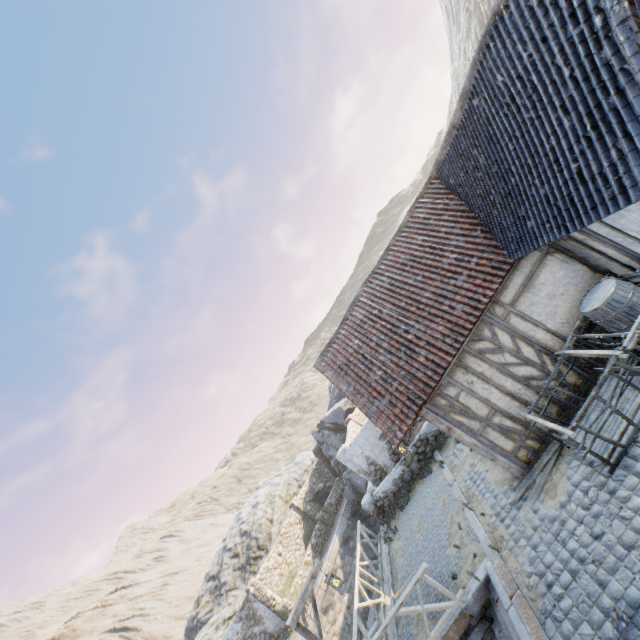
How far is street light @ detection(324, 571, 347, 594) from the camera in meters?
8.6

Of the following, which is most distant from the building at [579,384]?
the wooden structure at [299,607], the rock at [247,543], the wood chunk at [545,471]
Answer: the rock at [247,543]

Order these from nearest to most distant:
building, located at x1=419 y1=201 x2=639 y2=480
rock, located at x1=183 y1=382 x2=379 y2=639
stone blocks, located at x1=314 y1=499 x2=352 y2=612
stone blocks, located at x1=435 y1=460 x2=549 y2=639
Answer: stone blocks, located at x1=435 y1=460 x2=549 y2=639, building, located at x1=419 y1=201 x2=639 y2=480, stone blocks, located at x1=314 y1=499 x2=352 y2=612, rock, located at x1=183 y1=382 x2=379 y2=639

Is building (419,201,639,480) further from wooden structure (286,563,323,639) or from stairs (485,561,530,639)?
wooden structure (286,563,323,639)

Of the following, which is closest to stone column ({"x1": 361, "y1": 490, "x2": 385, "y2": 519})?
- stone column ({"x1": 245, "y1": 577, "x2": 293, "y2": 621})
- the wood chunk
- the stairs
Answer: the stairs

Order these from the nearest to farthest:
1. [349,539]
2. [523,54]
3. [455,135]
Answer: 1. [523,54]
2. [455,135]
3. [349,539]

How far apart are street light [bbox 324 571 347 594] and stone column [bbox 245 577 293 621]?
13.0m

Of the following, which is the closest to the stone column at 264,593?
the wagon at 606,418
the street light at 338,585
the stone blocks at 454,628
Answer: the stone blocks at 454,628
